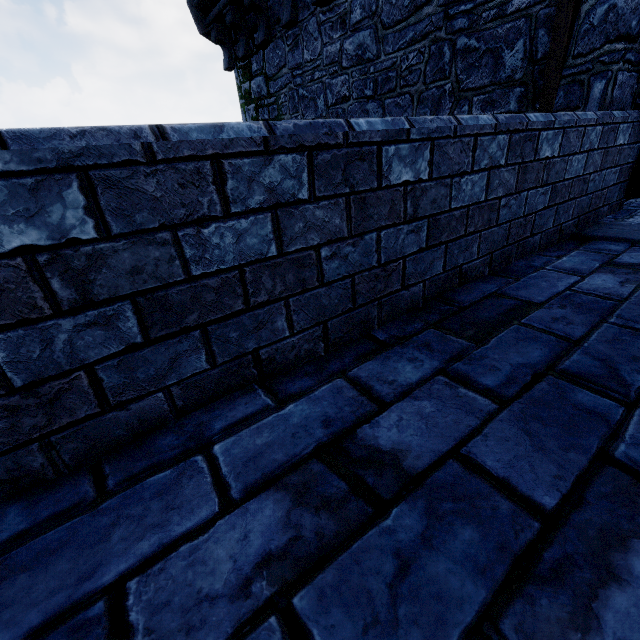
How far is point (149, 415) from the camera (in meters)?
1.20

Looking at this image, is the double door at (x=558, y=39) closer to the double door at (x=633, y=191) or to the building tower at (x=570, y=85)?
the building tower at (x=570, y=85)

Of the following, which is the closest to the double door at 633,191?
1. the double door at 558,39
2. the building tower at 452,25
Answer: the building tower at 452,25

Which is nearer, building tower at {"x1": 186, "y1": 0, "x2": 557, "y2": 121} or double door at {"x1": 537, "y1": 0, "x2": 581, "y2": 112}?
double door at {"x1": 537, "y1": 0, "x2": 581, "y2": 112}

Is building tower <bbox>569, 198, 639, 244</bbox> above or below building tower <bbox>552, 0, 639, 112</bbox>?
below

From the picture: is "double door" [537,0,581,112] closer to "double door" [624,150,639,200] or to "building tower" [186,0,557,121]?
"building tower" [186,0,557,121]

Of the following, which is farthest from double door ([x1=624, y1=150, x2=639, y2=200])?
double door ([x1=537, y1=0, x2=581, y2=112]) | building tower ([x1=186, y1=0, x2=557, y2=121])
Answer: double door ([x1=537, y1=0, x2=581, y2=112])

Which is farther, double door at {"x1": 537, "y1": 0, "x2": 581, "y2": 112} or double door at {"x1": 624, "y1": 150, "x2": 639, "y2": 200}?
double door at {"x1": 624, "y1": 150, "x2": 639, "y2": 200}
